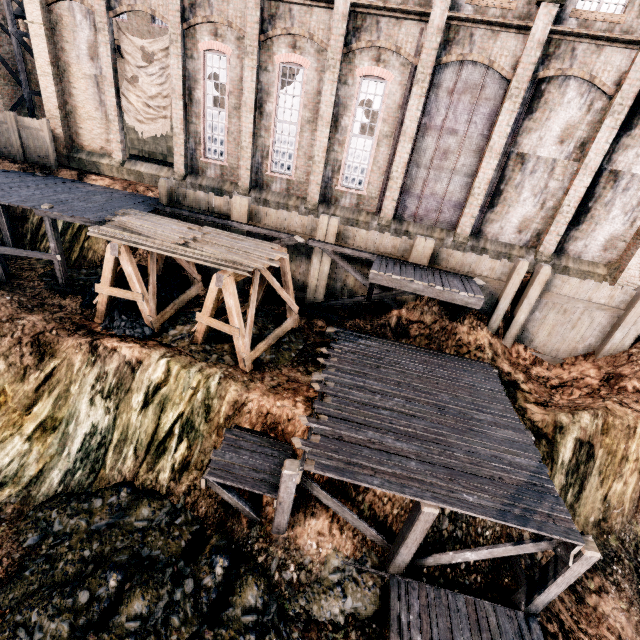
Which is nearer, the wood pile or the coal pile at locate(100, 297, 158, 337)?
the wood pile

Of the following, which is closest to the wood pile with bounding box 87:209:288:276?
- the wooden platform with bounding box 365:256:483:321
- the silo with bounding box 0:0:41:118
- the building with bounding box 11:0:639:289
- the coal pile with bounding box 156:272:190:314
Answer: the coal pile with bounding box 156:272:190:314

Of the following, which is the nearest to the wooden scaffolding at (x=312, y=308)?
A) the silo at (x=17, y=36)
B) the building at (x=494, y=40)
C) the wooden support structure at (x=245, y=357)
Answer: the wooden support structure at (x=245, y=357)

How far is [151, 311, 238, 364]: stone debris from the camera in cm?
1359

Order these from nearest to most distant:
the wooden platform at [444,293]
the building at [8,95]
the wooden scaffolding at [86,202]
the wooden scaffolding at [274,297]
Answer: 1. the wooden platform at [444,293]
2. the wooden scaffolding at [86,202]
3. the wooden scaffolding at [274,297]
4. the building at [8,95]

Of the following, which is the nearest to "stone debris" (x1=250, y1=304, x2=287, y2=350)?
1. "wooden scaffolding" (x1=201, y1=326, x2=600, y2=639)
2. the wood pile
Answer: "wooden scaffolding" (x1=201, y1=326, x2=600, y2=639)

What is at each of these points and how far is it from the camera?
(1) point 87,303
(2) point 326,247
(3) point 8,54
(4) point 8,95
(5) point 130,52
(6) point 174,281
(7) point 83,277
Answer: (1) coal pile, 15.5 meters
(2) wooden scaffolding, 16.9 meters
(3) building, 24.5 meters
(4) building, 25.1 meters
(5) cloth, 18.7 meters
(6) coal pile, 17.8 meters
(7) stone debris, 17.8 meters
